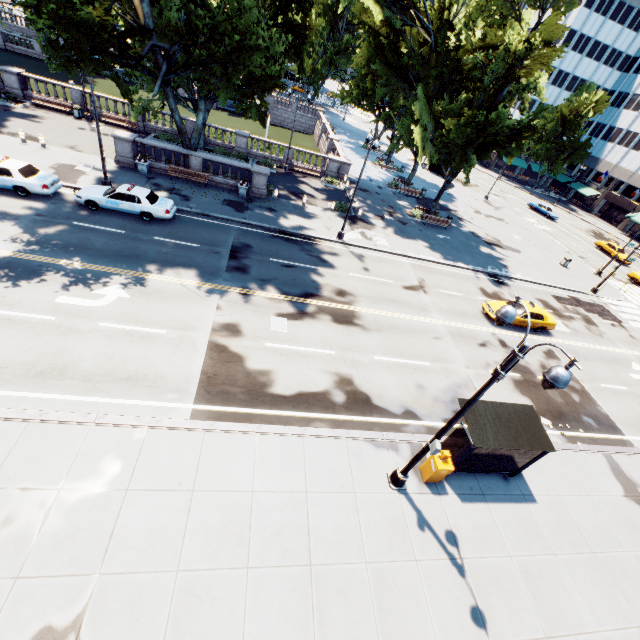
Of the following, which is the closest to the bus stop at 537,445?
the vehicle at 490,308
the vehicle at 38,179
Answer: the vehicle at 490,308

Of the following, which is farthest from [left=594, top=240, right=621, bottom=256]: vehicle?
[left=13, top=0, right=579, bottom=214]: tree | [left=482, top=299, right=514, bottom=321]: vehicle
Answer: [left=482, top=299, right=514, bottom=321]: vehicle

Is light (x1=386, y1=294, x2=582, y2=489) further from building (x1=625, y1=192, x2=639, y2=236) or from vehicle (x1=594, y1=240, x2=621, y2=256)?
building (x1=625, y1=192, x2=639, y2=236)

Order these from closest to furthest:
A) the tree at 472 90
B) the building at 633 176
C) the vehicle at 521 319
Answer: the tree at 472 90, the vehicle at 521 319, the building at 633 176

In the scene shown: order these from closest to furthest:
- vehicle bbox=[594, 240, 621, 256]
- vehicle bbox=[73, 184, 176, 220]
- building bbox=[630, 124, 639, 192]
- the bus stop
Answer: the bus stop < vehicle bbox=[73, 184, 176, 220] < vehicle bbox=[594, 240, 621, 256] < building bbox=[630, 124, 639, 192]

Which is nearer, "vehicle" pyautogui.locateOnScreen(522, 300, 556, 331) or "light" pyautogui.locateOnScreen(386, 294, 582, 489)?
"light" pyautogui.locateOnScreen(386, 294, 582, 489)

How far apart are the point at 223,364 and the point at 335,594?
8.5 meters

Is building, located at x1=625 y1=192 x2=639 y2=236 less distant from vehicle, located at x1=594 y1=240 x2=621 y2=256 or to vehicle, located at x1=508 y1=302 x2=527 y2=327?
vehicle, located at x1=594 y1=240 x2=621 y2=256
